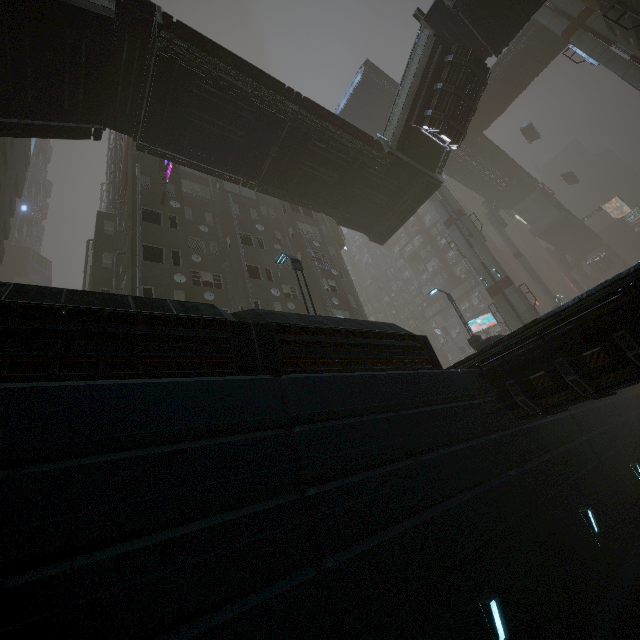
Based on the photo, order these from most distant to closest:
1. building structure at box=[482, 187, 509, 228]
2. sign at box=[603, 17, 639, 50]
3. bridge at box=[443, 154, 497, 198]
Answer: building structure at box=[482, 187, 509, 228] → bridge at box=[443, 154, 497, 198] → sign at box=[603, 17, 639, 50]

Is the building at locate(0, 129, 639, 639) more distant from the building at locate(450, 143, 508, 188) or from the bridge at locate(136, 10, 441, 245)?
the building at locate(450, 143, 508, 188)

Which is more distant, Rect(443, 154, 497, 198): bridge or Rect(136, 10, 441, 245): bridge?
Rect(443, 154, 497, 198): bridge

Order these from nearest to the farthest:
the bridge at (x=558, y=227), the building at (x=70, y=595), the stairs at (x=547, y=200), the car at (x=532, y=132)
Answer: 1. the building at (x=70, y=595)
2. the car at (x=532, y=132)
3. the stairs at (x=547, y=200)
4. the bridge at (x=558, y=227)

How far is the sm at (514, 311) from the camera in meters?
27.9

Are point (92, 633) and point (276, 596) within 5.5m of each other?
yes

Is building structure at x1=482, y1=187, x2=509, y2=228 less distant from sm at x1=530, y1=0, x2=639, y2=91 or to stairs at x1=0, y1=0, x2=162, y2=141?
sm at x1=530, y1=0, x2=639, y2=91

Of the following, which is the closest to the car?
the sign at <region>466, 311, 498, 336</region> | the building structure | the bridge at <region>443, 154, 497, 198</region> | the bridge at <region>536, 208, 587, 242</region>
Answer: the bridge at <region>443, 154, 497, 198</region>
